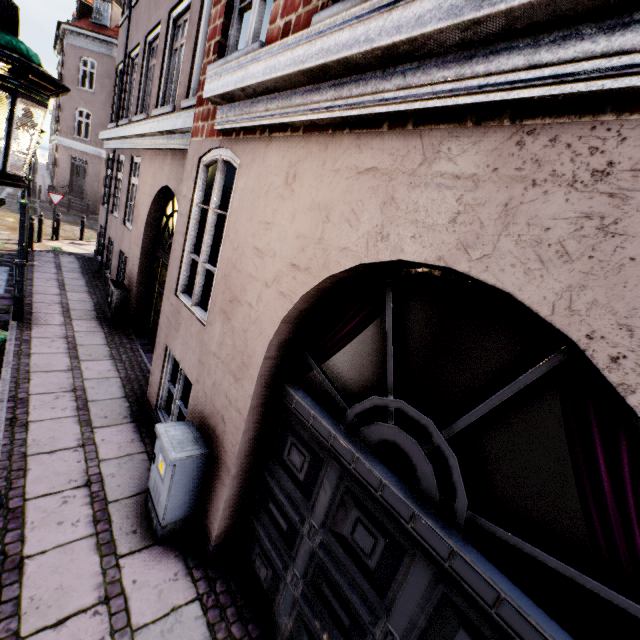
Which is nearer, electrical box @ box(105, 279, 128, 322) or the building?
the building

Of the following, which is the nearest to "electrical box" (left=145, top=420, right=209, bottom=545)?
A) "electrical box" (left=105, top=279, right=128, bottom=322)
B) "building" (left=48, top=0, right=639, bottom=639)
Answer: "building" (left=48, top=0, right=639, bottom=639)

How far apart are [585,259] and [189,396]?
5.7m

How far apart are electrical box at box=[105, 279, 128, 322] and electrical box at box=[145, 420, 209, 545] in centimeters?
537cm

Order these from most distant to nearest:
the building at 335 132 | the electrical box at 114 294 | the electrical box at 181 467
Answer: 1. the electrical box at 114 294
2. the electrical box at 181 467
3. the building at 335 132

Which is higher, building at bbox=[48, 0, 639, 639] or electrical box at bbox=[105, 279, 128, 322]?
building at bbox=[48, 0, 639, 639]

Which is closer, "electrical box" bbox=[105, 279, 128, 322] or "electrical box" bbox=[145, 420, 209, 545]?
"electrical box" bbox=[145, 420, 209, 545]

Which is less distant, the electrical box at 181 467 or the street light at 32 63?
the street light at 32 63
